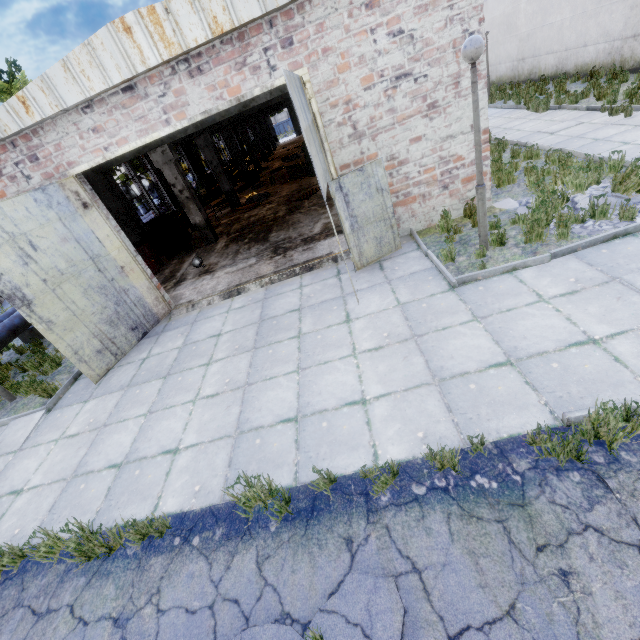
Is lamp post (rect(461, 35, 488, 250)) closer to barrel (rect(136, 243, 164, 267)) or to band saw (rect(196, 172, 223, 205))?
barrel (rect(136, 243, 164, 267))

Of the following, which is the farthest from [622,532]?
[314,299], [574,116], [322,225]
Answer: [574,116]

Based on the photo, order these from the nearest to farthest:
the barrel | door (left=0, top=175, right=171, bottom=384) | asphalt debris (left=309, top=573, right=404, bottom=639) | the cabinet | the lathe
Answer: asphalt debris (left=309, top=573, right=404, bottom=639) < door (left=0, top=175, right=171, bottom=384) < the barrel < the cabinet < the lathe

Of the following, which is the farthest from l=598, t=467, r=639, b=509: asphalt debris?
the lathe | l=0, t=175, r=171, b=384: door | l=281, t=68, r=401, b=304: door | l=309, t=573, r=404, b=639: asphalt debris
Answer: the lathe

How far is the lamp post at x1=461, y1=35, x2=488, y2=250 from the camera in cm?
462

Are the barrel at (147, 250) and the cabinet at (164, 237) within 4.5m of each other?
yes

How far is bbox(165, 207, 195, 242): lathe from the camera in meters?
15.1 m

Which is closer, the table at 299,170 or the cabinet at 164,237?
the cabinet at 164,237
